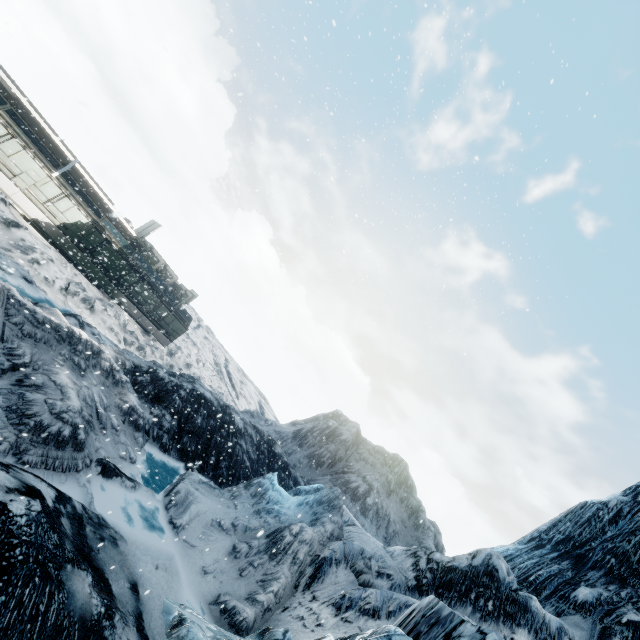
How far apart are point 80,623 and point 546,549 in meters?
20.6 m
